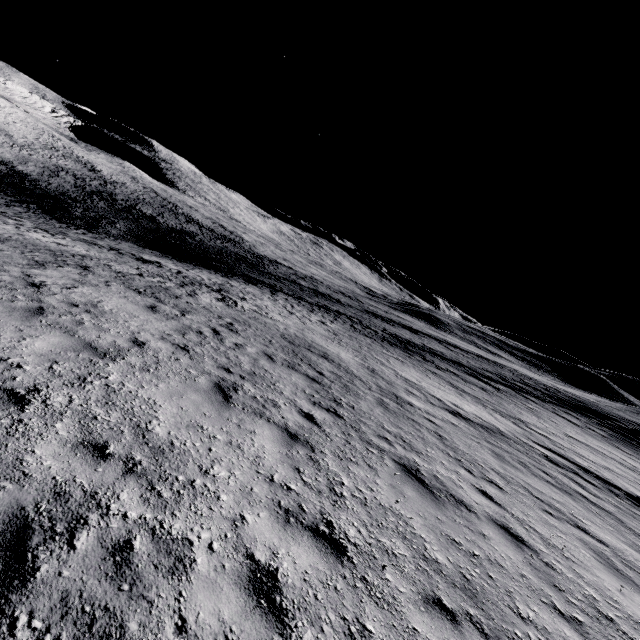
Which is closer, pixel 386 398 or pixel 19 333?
pixel 19 333
